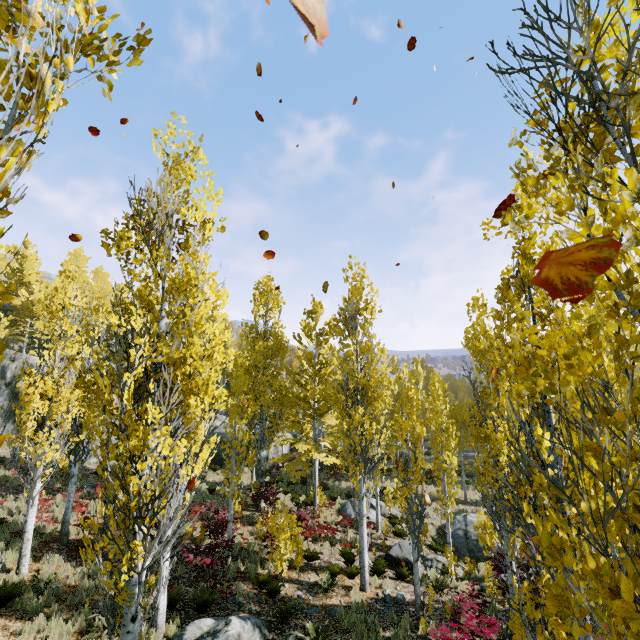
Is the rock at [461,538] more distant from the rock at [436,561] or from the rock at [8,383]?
the rock at [8,383]

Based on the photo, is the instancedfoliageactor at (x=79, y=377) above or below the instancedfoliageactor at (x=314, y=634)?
above

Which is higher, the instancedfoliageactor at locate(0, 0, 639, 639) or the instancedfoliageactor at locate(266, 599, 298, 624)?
the instancedfoliageactor at locate(0, 0, 639, 639)

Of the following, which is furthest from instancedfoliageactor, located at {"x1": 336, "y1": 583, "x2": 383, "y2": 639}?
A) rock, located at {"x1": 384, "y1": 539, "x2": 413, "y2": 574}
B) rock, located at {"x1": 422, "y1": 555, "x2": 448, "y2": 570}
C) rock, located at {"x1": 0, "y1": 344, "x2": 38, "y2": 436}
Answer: rock, located at {"x1": 422, "y1": 555, "x2": 448, "y2": 570}

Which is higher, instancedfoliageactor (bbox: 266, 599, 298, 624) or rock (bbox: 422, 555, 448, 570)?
instancedfoliageactor (bbox: 266, 599, 298, 624)

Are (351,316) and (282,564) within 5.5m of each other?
no

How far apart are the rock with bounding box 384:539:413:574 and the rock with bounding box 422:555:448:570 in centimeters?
30cm

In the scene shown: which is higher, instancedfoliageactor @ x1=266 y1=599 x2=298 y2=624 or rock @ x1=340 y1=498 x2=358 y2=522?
instancedfoliageactor @ x1=266 y1=599 x2=298 y2=624
